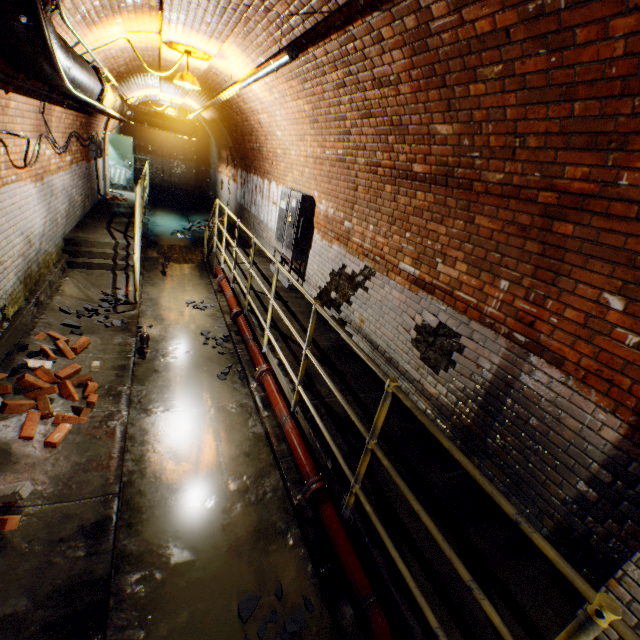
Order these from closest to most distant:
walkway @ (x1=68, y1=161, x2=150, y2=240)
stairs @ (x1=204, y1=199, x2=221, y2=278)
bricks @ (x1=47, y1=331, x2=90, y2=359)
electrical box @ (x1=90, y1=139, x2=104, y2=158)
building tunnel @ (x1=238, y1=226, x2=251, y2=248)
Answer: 1. bricks @ (x1=47, y1=331, x2=90, y2=359)
2. walkway @ (x1=68, y1=161, x2=150, y2=240)
3. stairs @ (x1=204, y1=199, x2=221, y2=278)
4. electrical box @ (x1=90, y1=139, x2=104, y2=158)
5. building tunnel @ (x1=238, y1=226, x2=251, y2=248)

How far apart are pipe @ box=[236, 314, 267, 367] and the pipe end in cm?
207

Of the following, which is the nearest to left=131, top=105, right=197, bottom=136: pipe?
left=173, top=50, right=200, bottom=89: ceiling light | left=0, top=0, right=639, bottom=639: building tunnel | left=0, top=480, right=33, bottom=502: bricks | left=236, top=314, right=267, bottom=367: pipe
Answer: left=0, top=0, right=639, bottom=639: building tunnel

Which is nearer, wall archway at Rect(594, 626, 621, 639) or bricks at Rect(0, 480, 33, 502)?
wall archway at Rect(594, 626, 621, 639)

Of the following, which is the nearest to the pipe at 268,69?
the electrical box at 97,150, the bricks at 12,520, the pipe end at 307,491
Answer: the electrical box at 97,150

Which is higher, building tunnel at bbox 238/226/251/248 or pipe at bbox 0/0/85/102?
pipe at bbox 0/0/85/102

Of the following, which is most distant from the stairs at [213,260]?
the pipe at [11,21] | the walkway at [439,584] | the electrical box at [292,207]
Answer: the pipe at [11,21]

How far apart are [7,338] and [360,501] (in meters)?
4.70
